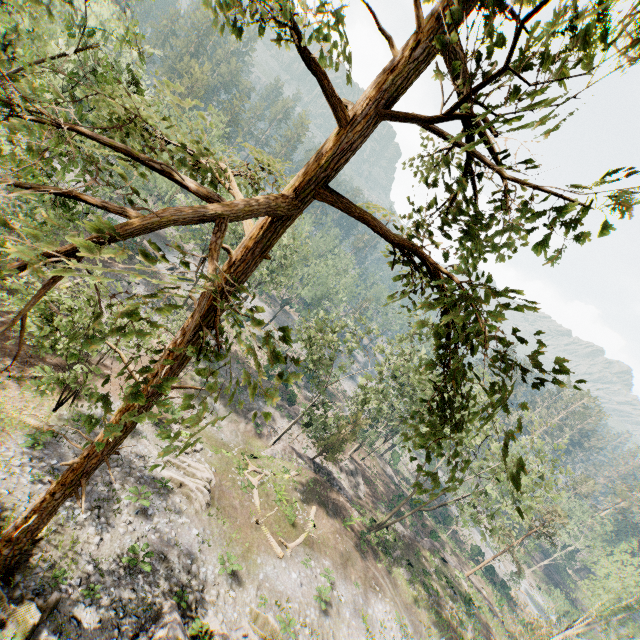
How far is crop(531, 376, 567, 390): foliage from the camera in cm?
479

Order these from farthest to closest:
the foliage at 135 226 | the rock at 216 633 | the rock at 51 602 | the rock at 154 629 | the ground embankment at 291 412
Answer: the ground embankment at 291 412
the rock at 216 633
the rock at 154 629
the rock at 51 602
the foliage at 135 226

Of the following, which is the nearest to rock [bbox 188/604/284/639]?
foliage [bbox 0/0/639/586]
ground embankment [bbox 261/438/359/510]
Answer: foliage [bbox 0/0/639/586]

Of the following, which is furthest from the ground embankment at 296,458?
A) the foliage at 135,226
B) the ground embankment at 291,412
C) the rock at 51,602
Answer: → the rock at 51,602

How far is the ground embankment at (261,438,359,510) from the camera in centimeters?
3183cm

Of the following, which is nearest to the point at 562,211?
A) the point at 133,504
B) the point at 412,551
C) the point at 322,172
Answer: the point at 322,172

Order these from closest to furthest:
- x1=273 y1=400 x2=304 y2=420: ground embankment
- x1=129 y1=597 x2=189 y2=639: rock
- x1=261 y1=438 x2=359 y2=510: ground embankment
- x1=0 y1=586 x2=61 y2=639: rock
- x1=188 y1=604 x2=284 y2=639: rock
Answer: x1=0 y1=586 x2=61 y2=639: rock → x1=129 y1=597 x2=189 y2=639: rock → x1=188 y1=604 x2=284 y2=639: rock → x1=261 y1=438 x2=359 y2=510: ground embankment → x1=273 y1=400 x2=304 y2=420: ground embankment

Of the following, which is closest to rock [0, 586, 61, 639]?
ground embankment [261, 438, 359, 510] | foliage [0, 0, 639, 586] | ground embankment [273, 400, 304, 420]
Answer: foliage [0, 0, 639, 586]
